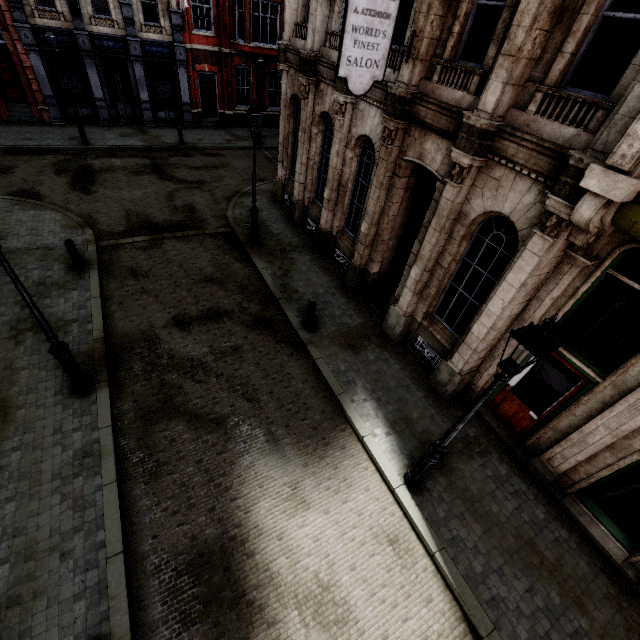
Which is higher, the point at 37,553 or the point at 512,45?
the point at 512,45

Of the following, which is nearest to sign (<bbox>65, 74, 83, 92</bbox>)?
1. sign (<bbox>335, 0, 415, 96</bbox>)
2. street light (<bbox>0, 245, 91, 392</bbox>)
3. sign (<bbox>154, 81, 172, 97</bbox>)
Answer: sign (<bbox>154, 81, 172, 97</bbox>)

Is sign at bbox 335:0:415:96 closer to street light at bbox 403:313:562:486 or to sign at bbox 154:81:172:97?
street light at bbox 403:313:562:486

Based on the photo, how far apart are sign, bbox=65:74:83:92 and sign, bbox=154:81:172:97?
3.9m

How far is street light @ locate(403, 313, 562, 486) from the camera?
3.73m

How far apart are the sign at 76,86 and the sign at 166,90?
3.9 meters

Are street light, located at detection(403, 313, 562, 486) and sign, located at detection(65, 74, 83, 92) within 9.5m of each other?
no

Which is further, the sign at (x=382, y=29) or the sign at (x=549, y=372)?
the sign at (x=549, y=372)
